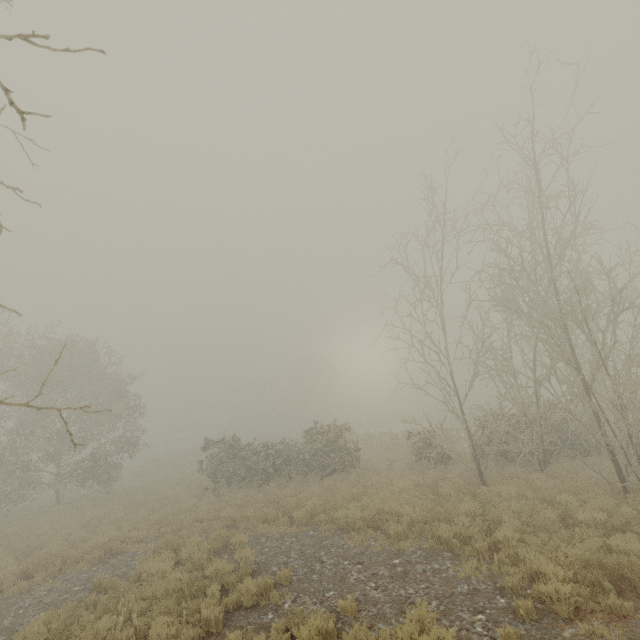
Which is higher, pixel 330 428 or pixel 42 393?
pixel 42 393
